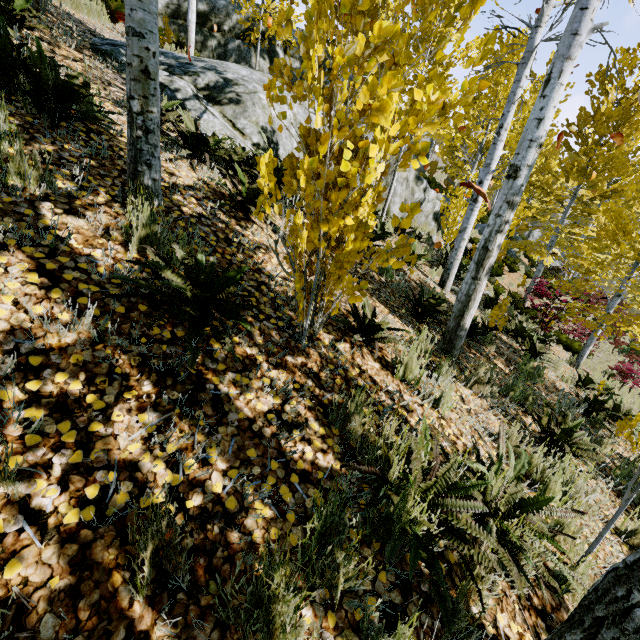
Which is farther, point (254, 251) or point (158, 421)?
point (254, 251)

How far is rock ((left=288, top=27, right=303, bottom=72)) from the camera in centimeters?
1503cm

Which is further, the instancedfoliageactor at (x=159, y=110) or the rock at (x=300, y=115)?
the rock at (x=300, y=115)

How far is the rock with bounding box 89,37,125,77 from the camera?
4.8m

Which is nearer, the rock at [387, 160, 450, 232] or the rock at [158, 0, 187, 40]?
the rock at [387, 160, 450, 232]

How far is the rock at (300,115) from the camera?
5.83m

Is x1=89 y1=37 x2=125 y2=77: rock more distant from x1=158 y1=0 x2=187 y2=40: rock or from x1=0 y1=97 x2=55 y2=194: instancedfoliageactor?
x1=158 y1=0 x2=187 y2=40: rock

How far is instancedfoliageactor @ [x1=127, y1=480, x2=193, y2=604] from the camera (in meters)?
1.14
